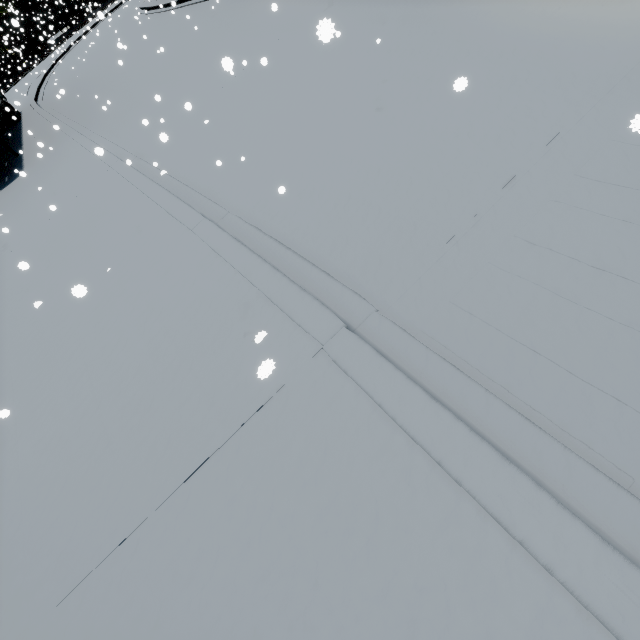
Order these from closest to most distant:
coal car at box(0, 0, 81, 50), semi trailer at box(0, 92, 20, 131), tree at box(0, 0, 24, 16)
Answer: semi trailer at box(0, 92, 20, 131) < tree at box(0, 0, 24, 16) < coal car at box(0, 0, 81, 50)

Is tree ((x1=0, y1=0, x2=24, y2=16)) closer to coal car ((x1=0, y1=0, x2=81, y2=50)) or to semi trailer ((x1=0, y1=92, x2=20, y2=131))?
coal car ((x1=0, y1=0, x2=81, y2=50))

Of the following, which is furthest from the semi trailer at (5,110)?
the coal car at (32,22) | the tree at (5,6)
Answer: the tree at (5,6)

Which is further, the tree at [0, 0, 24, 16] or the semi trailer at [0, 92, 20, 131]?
the tree at [0, 0, 24, 16]

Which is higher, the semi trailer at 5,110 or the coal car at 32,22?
the coal car at 32,22

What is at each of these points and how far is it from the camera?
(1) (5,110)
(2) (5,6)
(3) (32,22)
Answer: (1) semi trailer, 19.28m
(2) tree, 44.72m
(3) coal car, 41.28m

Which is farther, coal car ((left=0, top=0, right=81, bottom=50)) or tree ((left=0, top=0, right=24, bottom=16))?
coal car ((left=0, top=0, right=81, bottom=50))

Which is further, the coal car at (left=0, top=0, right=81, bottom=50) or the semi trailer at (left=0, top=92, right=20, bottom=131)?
the coal car at (left=0, top=0, right=81, bottom=50)
